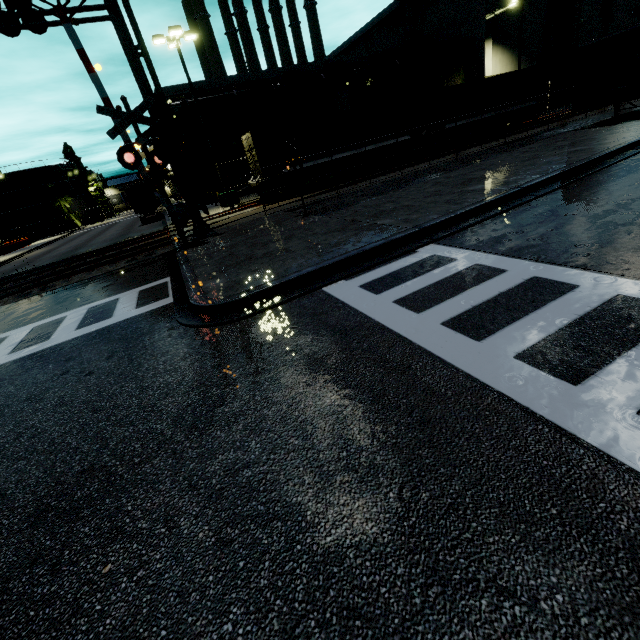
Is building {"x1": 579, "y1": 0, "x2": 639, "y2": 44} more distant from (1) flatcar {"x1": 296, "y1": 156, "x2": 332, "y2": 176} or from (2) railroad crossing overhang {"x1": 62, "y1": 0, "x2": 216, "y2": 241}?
(2) railroad crossing overhang {"x1": 62, "y1": 0, "x2": 216, "y2": 241}

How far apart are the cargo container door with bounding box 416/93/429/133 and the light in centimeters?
1519cm

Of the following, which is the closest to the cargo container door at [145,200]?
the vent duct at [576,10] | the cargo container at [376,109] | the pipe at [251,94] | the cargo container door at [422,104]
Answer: the cargo container at [376,109]

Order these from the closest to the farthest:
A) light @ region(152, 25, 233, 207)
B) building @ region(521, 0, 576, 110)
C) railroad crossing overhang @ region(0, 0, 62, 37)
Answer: railroad crossing overhang @ region(0, 0, 62, 37) < light @ region(152, 25, 233, 207) < building @ region(521, 0, 576, 110)

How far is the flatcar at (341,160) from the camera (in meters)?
21.72

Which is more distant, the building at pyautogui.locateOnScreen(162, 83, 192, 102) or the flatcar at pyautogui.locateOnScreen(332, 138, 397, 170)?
the building at pyautogui.locateOnScreen(162, 83, 192, 102)

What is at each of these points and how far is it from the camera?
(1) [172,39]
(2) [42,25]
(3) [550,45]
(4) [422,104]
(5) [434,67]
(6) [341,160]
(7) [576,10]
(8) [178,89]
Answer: (1) light, 19.0m
(2) railroad crossing overhang, 10.5m
(3) building, 35.2m
(4) cargo container door, 23.7m
(5) building, 38.1m
(6) flatcar, 21.8m
(7) vent duct, 33.5m
(8) building, 30.2m
